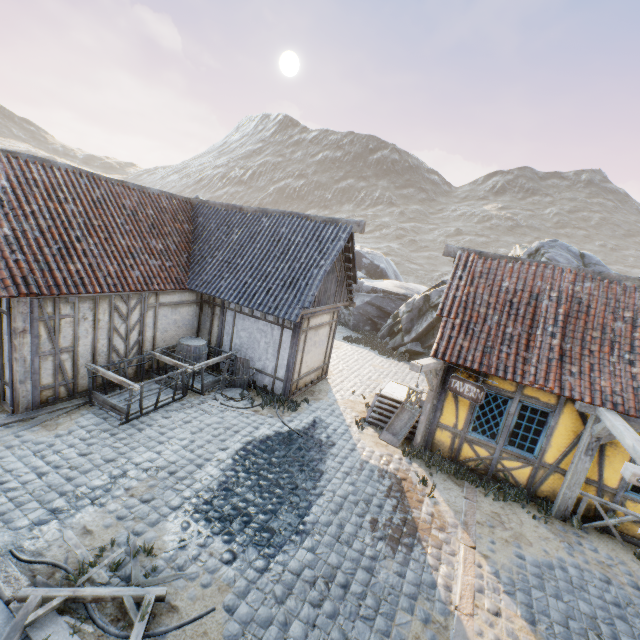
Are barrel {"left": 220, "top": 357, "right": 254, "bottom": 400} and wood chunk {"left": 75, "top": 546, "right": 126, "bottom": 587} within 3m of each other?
no

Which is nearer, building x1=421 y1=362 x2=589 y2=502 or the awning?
the awning

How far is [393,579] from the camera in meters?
5.4

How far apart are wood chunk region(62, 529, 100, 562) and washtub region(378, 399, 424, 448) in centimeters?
574cm

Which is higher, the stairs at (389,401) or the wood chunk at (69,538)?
the stairs at (389,401)

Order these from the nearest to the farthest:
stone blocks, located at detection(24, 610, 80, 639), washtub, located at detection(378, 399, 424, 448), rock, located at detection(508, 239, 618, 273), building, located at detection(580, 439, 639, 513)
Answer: stone blocks, located at detection(24, 610, 80, 639) → building, located at detection(580, 439, 639, 513) → washtub, located at detection(378, 399, 424, 448) → rock, located at detection(508, 239, 618, 273)

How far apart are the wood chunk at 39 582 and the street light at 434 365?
5.1m

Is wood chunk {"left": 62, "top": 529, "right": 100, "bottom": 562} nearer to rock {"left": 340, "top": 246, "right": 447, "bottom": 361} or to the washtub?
the washtub
